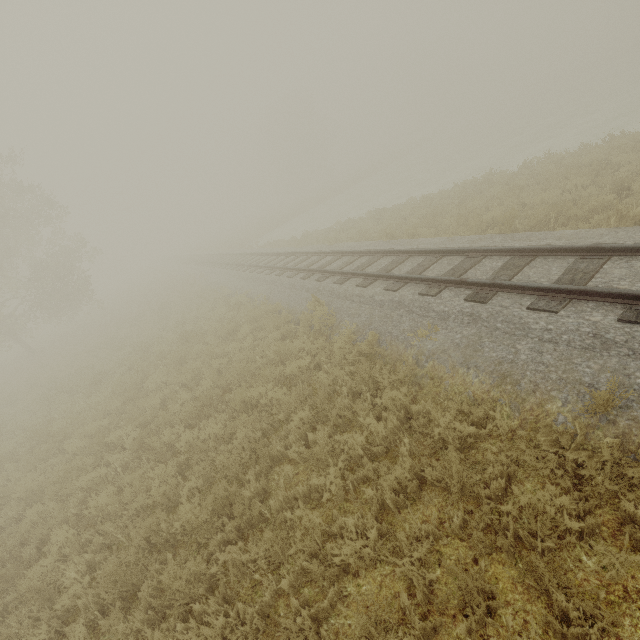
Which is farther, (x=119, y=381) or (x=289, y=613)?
(x=119, y=381)
